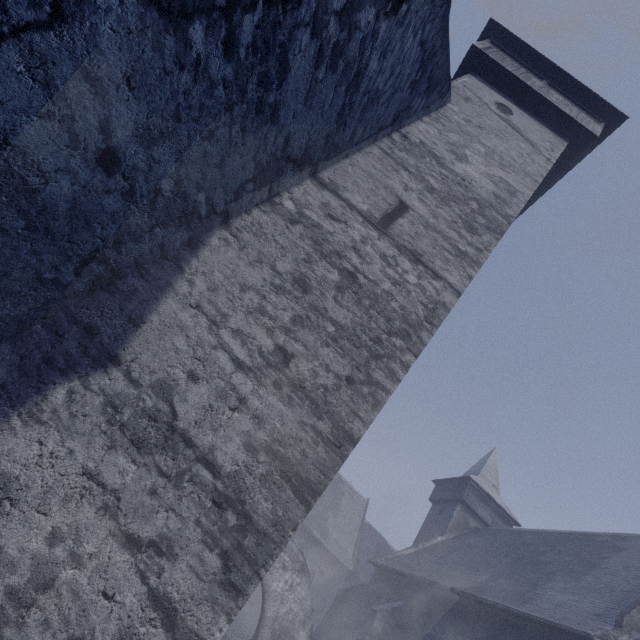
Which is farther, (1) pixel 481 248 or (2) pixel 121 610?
(1) pixel 481 248

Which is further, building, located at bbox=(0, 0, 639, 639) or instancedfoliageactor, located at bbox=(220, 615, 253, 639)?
instancedfoliageactor, located at bbox=(220, 615, 253, 639)

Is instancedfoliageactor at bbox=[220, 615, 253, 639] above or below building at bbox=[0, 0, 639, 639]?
below

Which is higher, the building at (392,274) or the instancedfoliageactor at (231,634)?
the building at (392,274)

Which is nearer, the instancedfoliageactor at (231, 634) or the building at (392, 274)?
the building at (392, 274)
